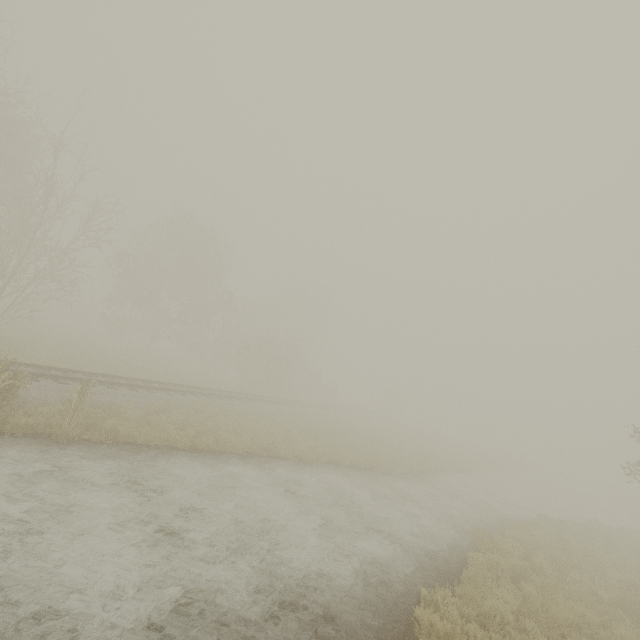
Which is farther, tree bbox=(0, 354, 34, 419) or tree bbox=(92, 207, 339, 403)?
tree bbox=(92, 207, 339, 403)

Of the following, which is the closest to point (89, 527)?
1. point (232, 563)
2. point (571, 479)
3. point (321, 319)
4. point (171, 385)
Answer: point (232, 563)

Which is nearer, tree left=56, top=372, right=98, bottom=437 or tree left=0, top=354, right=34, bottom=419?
tree left=0, top=354, right=34, bottom=419

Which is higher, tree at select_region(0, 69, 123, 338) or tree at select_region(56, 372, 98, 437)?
tree at select_region(0, 69, 123, 338)

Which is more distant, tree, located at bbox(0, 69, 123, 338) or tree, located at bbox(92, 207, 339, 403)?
tree, located at bbox(92, 207, 339, 403)

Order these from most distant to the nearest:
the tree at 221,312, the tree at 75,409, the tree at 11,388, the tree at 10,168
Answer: the tree at 221,312
the tree at 10,168
the tree at 75,409
the tree at 11,388

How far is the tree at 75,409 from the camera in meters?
9.3
